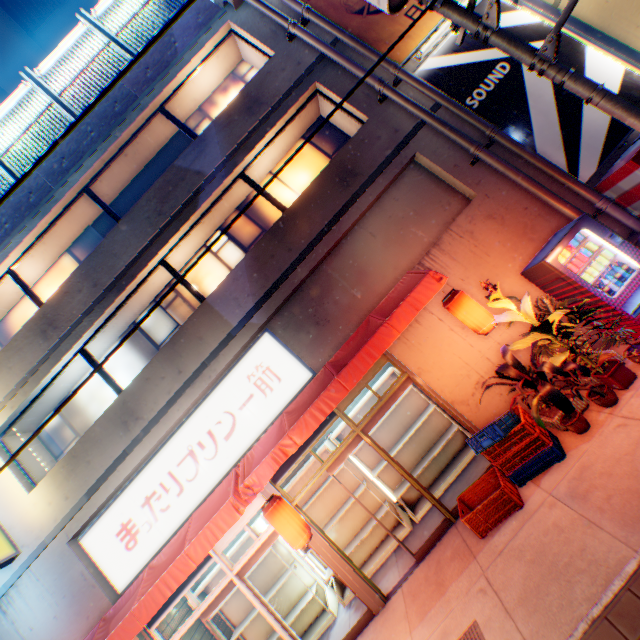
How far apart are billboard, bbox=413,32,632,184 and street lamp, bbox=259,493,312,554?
8.27m

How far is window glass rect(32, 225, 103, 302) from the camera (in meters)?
8.82

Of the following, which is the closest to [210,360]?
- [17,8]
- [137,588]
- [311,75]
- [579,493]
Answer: [137,588]

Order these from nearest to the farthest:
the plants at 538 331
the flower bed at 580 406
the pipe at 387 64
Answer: the plants at 538 331 < the flower bed at 580 406 < the pipe at 387 64

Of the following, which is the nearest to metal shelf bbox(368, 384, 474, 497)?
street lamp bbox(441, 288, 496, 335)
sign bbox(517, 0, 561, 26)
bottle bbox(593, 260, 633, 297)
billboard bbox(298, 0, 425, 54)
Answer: street lamp bbox(441, 288, 496, 335)

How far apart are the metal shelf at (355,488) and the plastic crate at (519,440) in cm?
204

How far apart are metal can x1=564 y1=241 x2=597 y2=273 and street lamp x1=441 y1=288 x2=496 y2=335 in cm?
141

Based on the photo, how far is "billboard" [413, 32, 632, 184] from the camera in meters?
6.4
